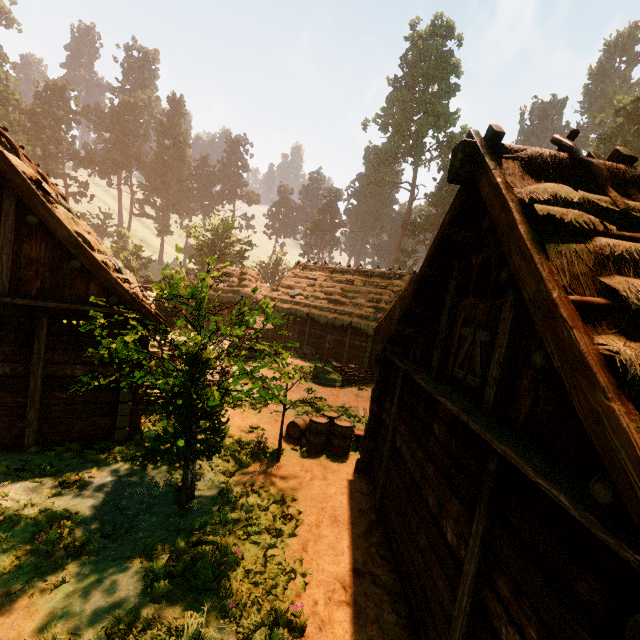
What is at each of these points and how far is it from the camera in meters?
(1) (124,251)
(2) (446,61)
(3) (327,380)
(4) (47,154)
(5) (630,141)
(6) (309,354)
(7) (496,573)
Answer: (1) treerock, 42.7 m
(2) treerock, 51.4 m
(3) rock, 18.0 m
(4) treerock, 51.2 m
(5) treerock, 41.2 m
(6) basket, 24.8 m
(7) building, 3.5 m

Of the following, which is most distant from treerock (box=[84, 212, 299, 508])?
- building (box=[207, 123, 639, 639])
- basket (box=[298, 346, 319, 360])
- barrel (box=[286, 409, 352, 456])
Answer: basket (box=[298, 346, 319, 360])

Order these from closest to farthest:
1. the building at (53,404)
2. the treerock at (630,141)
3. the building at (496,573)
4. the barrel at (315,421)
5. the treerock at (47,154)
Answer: the building at (496,573), the building at (53,404), the barrel at (315,421), the treerock at (630,141), the treerock at (47,154)

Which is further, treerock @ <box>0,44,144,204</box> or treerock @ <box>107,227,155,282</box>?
treerock @ <box>0,44,144,204</box>

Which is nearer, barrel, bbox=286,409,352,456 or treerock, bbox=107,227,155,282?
barrel, bbox=286,409,352,456

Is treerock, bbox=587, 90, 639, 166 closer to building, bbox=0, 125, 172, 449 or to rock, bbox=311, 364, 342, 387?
building, bbox=0, 125, 172, 449

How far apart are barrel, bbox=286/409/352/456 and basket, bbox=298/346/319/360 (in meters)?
12.17

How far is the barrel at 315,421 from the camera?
10.21m
